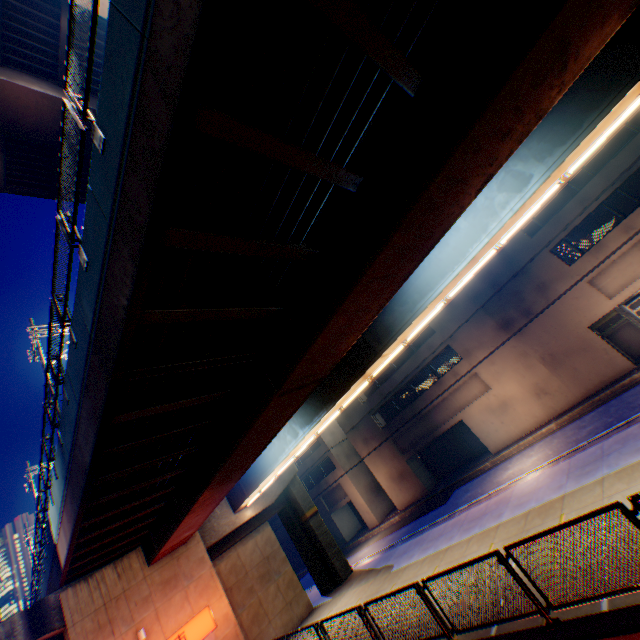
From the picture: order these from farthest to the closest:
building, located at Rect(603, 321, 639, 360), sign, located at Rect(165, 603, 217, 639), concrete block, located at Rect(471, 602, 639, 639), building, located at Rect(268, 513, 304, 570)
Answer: building, located at Rect(268, 513, 304, 570)
building, located at Rect(603, 321, 639, 360)
sign, located at Rect(165, 603, 217, 639)
concrete block, located at Rect(471, 602, 639, 639)

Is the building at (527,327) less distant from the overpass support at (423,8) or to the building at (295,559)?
the building at (295,559)

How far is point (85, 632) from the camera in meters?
14.4 m

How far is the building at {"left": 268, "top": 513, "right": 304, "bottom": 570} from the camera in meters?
45.1 m

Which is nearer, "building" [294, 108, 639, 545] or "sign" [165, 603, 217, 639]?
"sign" [165, 603, 217, 639]

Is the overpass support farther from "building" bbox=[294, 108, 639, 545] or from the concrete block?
"building" bbox=[294, 108, 639, 545]

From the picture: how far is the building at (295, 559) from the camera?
45.1m

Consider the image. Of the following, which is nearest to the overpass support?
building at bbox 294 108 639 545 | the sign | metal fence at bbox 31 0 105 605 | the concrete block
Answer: metal fence at bbox 31 0 105 605
